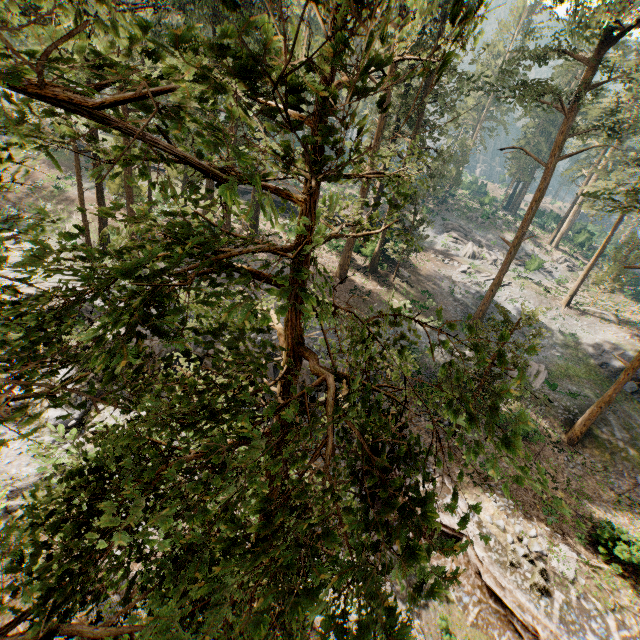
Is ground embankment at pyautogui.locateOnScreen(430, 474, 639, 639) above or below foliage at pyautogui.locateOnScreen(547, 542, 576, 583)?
below

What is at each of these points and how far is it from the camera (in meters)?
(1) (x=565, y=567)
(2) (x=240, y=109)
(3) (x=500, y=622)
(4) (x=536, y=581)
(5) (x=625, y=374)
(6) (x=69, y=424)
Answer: (1) foliage, 14.81
(2) foliage, 4.02
(3) ground embankment, 13.73
(4) foliage, 13.76
(5) foliage, 19.62
(6) rock, 16.64

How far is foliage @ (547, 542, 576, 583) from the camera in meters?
14.5 m

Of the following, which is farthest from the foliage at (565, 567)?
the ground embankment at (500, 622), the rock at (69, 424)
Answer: the rock at (69, 424)

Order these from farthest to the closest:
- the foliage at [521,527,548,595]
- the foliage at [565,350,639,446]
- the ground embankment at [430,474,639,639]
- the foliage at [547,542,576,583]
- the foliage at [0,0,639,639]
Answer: the foliage at [565,350,639,446] < the foliage at [547,542,576,583] < the foliage at [521,527,548,595] < the ground embankment at [430,474,639,639] < the foliage at [0,0,639,639]

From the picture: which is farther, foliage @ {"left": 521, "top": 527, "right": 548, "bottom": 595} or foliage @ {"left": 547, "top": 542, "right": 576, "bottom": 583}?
foliage @ {"left": 547, "top": 542, "right": 576, "bottom": 583}

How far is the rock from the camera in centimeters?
1636cm

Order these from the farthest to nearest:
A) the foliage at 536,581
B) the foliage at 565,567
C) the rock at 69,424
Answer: the rock at 69,424
the foliage at 565,567
the foliage at 536,581
